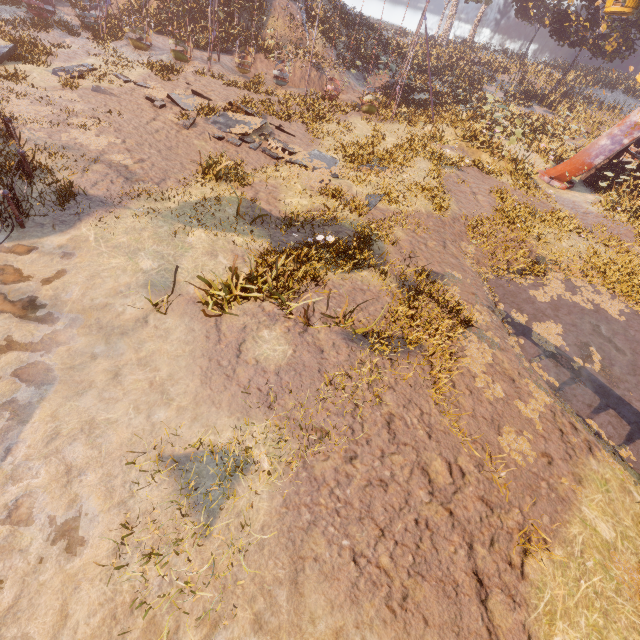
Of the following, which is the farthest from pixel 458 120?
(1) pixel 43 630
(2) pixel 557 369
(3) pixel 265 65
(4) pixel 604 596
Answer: (1) pixel 43 630

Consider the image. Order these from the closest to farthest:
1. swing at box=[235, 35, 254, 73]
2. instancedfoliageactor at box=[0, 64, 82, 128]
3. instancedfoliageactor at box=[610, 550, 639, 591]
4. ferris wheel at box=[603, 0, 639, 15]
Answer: instancedfoliageactor at box=[610, 550, 639, 591] < instancedfoliageactor at box=[0, 64, 82, 128] < ferris wheel at box=[603, 0, 639, 15] < swing at box=[235, 35, 254, 73]

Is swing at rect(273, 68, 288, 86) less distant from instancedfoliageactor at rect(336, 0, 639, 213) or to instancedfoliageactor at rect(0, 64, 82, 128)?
instancedfoliageactor at rect(336, 0, 639, 213)

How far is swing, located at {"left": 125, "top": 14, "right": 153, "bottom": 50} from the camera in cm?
1839

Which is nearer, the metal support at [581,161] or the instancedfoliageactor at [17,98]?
the instancedfoliageactor at [17,98]

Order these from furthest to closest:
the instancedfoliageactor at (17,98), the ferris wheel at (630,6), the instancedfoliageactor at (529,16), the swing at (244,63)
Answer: the swing at (244,63), the ferris wheel at (630,6), the instancedfoliageactor at (529,16), the instancedfoliageactor at (17,98)

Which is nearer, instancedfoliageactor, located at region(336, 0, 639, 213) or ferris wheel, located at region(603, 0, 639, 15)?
instancedfoliageactor, located at region(336, 0, 639, 213)

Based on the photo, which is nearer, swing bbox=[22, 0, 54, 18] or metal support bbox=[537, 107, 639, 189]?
metal support bbox=[537, 107, 639, 189]
